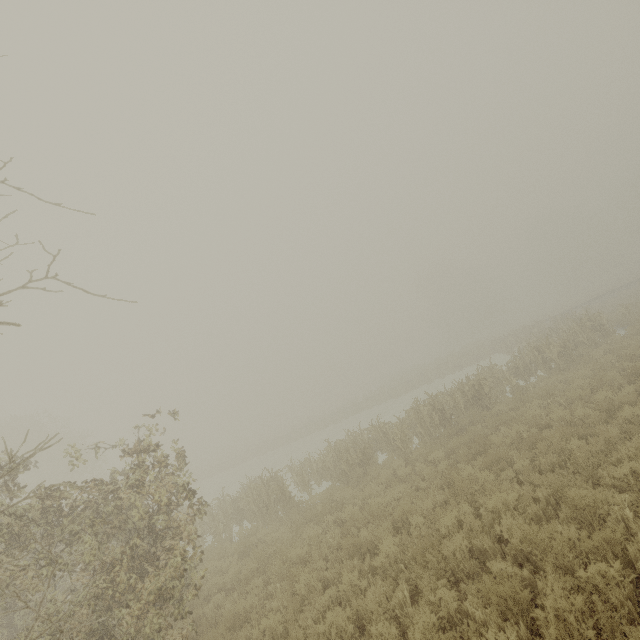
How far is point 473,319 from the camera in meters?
59.5
